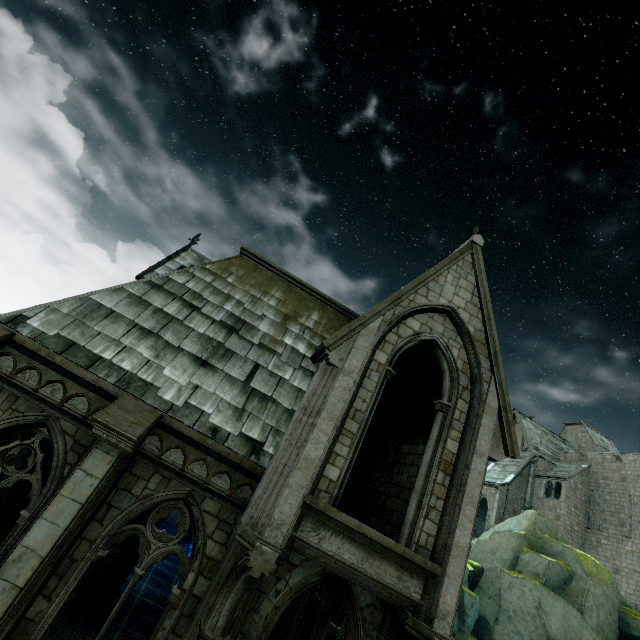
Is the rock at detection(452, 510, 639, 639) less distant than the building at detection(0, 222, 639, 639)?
No

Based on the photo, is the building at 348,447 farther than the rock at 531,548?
No

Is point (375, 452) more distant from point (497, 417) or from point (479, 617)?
point (479, 617)
